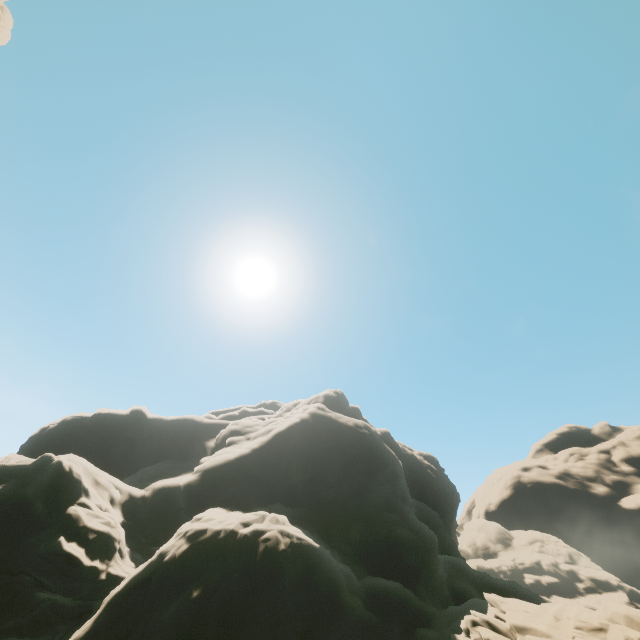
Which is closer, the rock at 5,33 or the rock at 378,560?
the rock at 378,560

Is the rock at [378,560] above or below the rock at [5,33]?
below

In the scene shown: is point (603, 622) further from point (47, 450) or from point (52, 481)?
point (47, 450)

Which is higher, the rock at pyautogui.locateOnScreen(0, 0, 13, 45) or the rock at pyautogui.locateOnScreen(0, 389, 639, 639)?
the rock at pyautogui.locateOnScreen(0, 0, 13, 45)

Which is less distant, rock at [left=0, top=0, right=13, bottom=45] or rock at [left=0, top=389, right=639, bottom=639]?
rock at [left=0, top=389, right=639, bottom=639]
